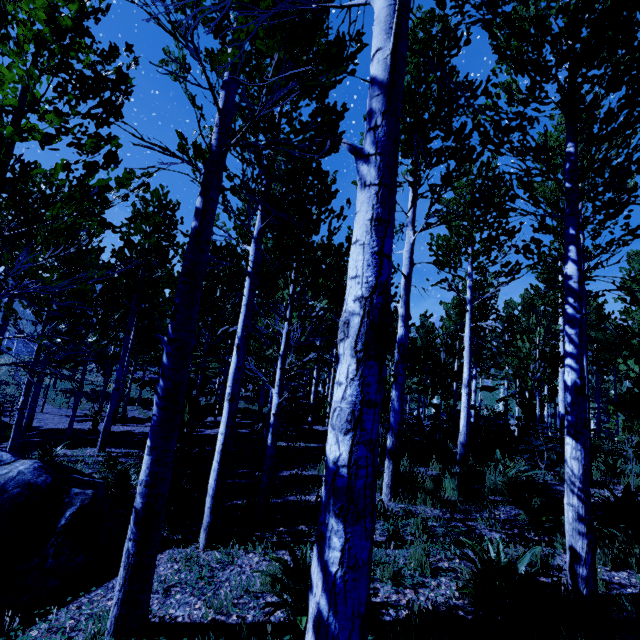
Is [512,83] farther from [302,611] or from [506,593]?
[302,611]

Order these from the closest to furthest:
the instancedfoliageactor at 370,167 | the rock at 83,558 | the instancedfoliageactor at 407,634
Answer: the instancedfoliageactor at 370,167
the instancedfoliageactor at 407,634
the rock at 83,558

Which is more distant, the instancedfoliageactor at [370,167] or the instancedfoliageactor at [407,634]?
the instancedfoliageactor at [407,634]

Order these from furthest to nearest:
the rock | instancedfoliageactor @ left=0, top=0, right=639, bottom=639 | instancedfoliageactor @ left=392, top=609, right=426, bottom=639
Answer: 1. the rock
2. instancedfoliageactor @ left=392, top=609, right=426, bottom=639
3. instancedfoliageactor @ left=0, top=0, right=639, bottom=639

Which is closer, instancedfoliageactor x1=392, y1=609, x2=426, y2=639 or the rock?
instancedfoliageactor x1=392, y1=609, x2=426, y2=639

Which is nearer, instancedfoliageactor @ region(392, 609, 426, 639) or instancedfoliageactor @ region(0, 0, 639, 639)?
instancedfoliageactor @ region(0, 0, 639, 639)

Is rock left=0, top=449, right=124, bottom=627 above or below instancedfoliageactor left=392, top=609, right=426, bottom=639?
below
